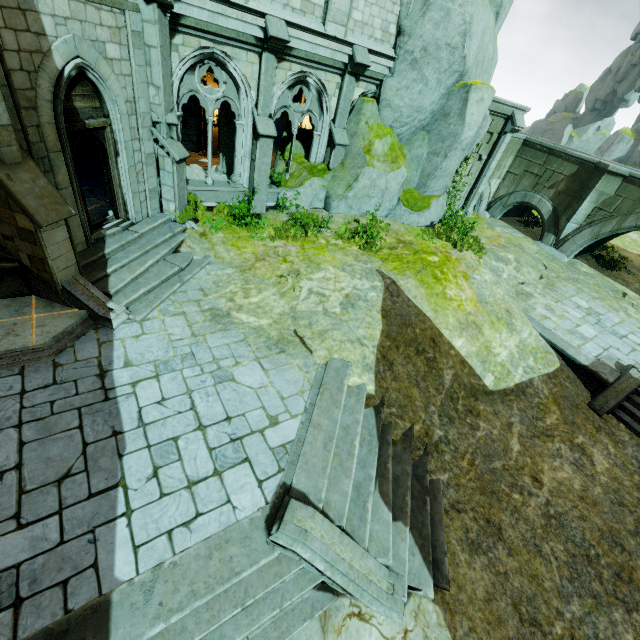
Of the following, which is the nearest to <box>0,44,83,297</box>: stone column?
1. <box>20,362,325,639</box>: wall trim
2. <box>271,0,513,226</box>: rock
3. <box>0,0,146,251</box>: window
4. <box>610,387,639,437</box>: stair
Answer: <box>0,0,146,251</box>: window

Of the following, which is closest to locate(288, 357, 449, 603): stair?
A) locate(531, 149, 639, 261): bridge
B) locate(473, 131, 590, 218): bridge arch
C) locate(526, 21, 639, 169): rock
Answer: locate(531, 149, 639, 261): bridge

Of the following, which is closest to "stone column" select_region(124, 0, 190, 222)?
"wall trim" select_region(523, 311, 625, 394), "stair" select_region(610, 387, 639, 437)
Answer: "wall trim" select_region(523, 311, 625, 394)

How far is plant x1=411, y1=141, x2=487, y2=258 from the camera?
13.2m

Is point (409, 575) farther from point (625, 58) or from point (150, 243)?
point (625, 58)

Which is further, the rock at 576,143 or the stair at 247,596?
the rock at 576,143

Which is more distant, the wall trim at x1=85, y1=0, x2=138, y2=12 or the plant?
the plant

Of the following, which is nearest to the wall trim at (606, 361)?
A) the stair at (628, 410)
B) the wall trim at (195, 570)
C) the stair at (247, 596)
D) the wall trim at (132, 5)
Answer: the stair at (628, 410)
